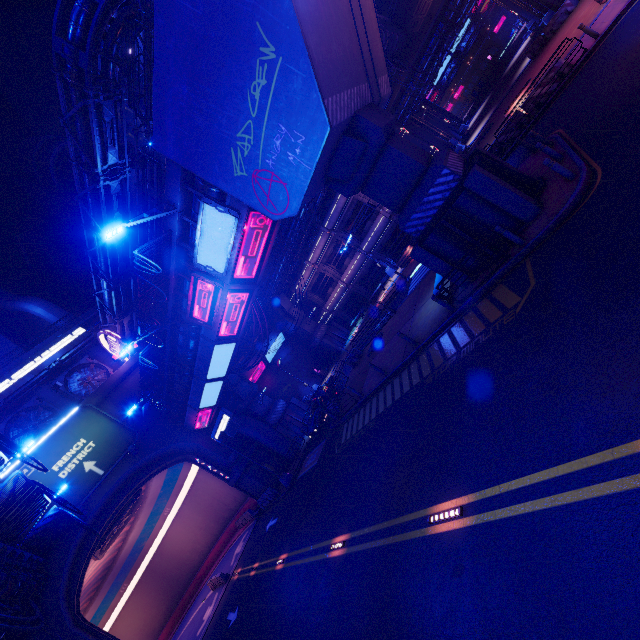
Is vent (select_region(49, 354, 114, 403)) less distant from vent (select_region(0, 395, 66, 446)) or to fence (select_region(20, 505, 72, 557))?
vent (select_region(0, 395, 66, 446))

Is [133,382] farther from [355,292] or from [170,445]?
[355,292]

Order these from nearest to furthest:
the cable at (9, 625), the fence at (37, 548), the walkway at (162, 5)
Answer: the walkway at (162, 5) → the cable at (9, 625) → the fence at (37, 548)

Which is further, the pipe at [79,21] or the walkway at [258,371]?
the walkway at [258,371]

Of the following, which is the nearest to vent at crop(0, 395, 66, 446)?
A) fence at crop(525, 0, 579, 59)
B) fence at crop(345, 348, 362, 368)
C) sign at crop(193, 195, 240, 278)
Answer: sign at crop(193, 195, 240, 278)

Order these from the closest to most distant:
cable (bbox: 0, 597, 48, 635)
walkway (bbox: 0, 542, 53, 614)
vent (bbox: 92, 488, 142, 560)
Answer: cable (bbox: 0, 597, 48, 635) → walkway (bbox: 0, 542, 53, 614) → vent (bbox: 92, 488, 142, 560)

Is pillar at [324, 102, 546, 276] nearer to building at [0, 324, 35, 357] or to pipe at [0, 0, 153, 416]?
pipe at [0, 0, 153, 416]

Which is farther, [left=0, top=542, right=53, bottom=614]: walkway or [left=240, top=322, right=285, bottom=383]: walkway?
[left=240, top=322, right=285, bottom=383]: walkway
